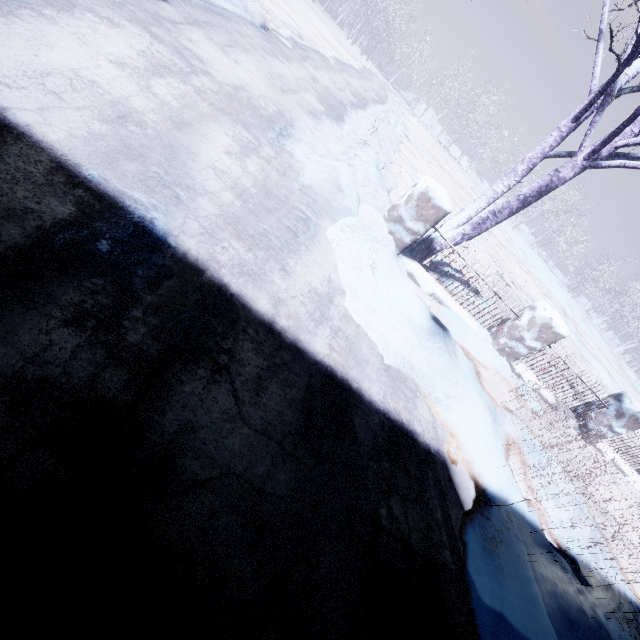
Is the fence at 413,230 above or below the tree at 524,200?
below

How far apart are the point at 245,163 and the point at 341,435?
2.2m

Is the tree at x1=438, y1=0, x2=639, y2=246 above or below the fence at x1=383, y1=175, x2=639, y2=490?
above
